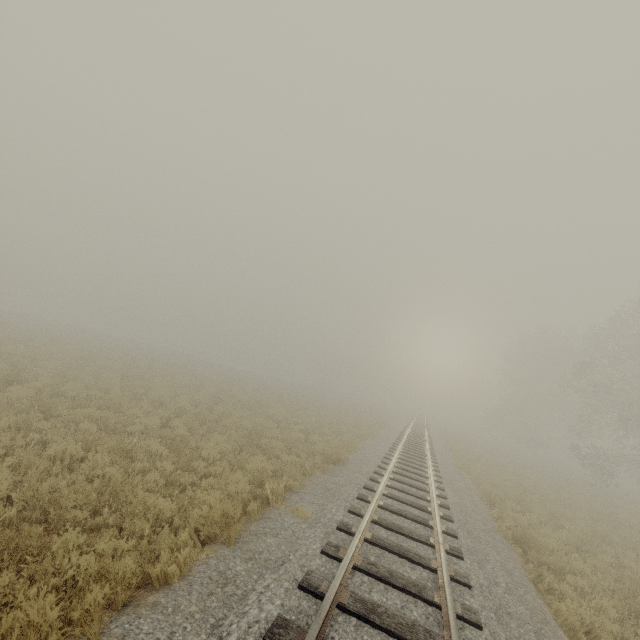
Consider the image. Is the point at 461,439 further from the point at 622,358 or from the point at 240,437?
the point at 240,437
